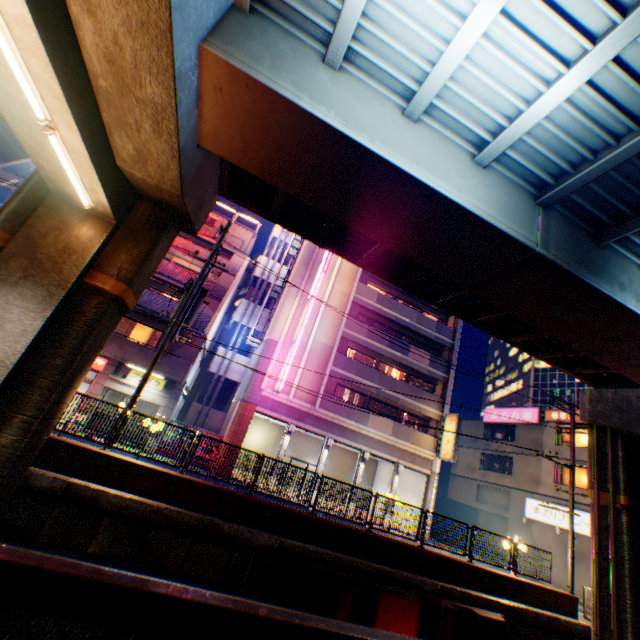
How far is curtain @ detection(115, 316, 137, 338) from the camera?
20.1 meters

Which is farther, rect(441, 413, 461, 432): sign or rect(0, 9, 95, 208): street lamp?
rect(441, 413, 461, 432): sign

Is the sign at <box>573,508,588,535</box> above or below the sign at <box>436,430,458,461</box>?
below

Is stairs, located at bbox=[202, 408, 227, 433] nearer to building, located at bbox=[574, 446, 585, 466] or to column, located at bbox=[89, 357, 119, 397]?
column, located at bbox=[89, 357, 119, 397]

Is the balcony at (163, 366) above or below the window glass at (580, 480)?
below

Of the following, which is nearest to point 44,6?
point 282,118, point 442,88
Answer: point 282,118

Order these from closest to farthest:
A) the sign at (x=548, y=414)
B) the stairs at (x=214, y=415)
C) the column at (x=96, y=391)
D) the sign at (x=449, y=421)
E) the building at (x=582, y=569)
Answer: the column at (x=96, y=391)
the building at (x=582, y=569)
the sign at (x=449, y=421)
the stairs at (x=214, y=415)
the sign at (x=548, y=414)

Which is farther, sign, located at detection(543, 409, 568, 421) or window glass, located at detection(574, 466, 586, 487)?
sign, located at detection(543, 409, 568, 421)
